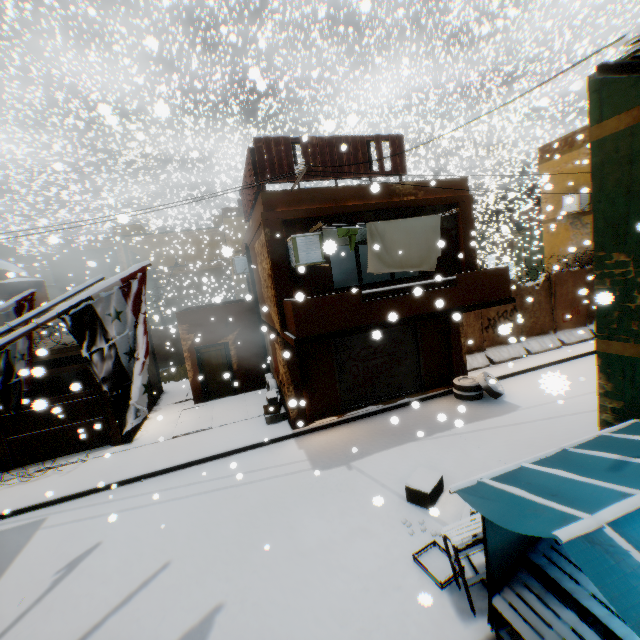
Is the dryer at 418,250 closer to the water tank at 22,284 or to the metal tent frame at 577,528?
the metal tent frame at 577,528

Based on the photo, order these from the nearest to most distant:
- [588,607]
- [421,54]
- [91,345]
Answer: [588,607], [91,345], [421,54]

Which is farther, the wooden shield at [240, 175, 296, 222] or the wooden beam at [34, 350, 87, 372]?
the wooden beam at [34, 350, 87, 372]

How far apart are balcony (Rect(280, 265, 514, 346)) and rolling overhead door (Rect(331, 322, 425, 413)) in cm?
2

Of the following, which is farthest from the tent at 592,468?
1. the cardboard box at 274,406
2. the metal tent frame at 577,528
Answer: the cardboard box at 274,406

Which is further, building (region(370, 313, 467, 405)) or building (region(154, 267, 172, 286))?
building (region(154, 267, 172, 286))

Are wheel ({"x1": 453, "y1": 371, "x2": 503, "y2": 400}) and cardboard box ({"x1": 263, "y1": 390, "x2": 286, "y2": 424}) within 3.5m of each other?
no

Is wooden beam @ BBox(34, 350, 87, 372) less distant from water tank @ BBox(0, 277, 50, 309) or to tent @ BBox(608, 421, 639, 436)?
tent @ BBox(608, 421, 639, 436)
